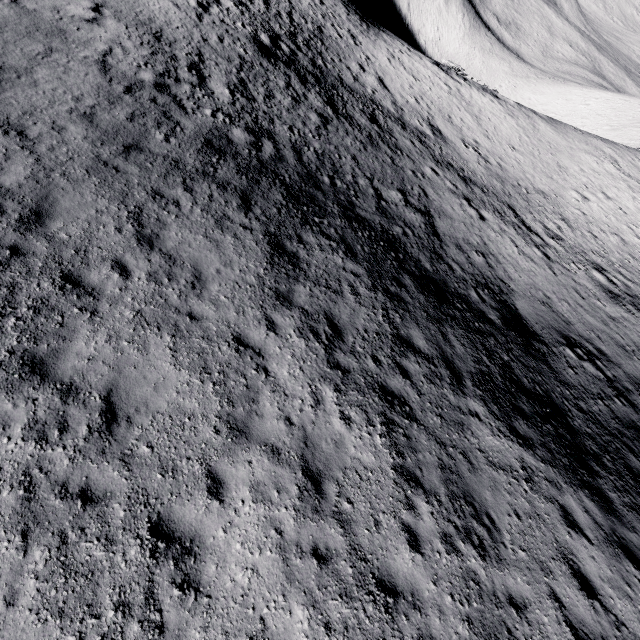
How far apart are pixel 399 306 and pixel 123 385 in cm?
850
